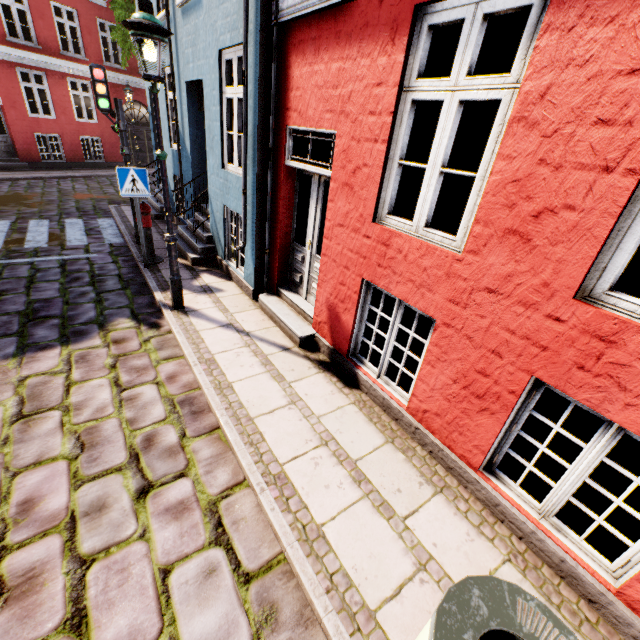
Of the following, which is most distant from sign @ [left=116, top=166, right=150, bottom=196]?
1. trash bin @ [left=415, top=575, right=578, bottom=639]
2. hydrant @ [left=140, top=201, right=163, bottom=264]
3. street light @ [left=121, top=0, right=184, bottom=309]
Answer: trash bin @ [left=415, top=575, right=578, bottom=639]

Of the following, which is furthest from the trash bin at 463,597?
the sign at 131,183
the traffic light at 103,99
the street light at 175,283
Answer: the traffic light at 103,99

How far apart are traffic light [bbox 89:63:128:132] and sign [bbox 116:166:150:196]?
1.69m

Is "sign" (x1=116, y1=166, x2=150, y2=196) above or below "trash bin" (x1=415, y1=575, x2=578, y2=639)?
above

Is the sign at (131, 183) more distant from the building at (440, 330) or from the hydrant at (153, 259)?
the building at (440, 330)

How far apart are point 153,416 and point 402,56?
4.34m

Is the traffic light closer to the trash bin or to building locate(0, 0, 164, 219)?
building locate(0, 0, 164, 219)

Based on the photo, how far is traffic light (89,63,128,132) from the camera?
6.1m
